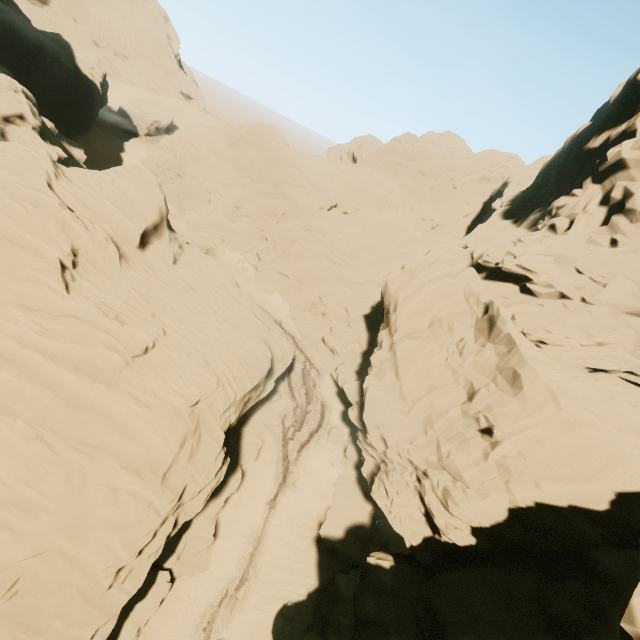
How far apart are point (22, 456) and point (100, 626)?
8.3m
